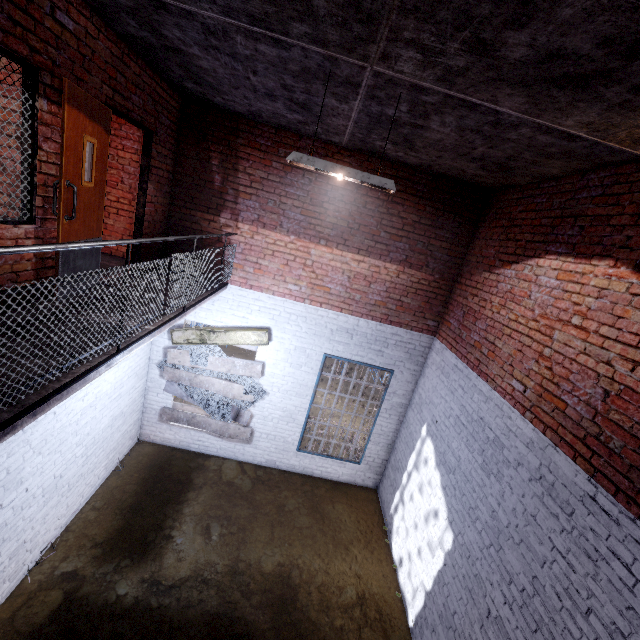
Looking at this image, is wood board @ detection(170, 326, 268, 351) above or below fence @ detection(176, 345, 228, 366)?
above

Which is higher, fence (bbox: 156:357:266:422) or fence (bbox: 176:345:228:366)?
fence (bbox: 176:345:228:366)

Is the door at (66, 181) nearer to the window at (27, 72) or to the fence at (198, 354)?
the window at (27, 72)

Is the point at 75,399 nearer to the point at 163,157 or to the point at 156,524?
the point at 156,524

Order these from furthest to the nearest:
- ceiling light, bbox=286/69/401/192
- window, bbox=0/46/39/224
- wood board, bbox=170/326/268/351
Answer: wood board, bbox=170/326/268/351
ceiling light, bbox=286/69/401/192
window, bbox=0/46/39/224

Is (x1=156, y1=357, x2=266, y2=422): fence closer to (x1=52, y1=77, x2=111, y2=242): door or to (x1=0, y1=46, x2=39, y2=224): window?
(x1=52, y1=77, x2=111, y2=242): door

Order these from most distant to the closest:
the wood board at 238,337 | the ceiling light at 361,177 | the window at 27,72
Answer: the wood board at 238,337 < the ceiling light at 361,177 < the window at 27,72

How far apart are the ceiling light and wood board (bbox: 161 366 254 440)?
4.75m
